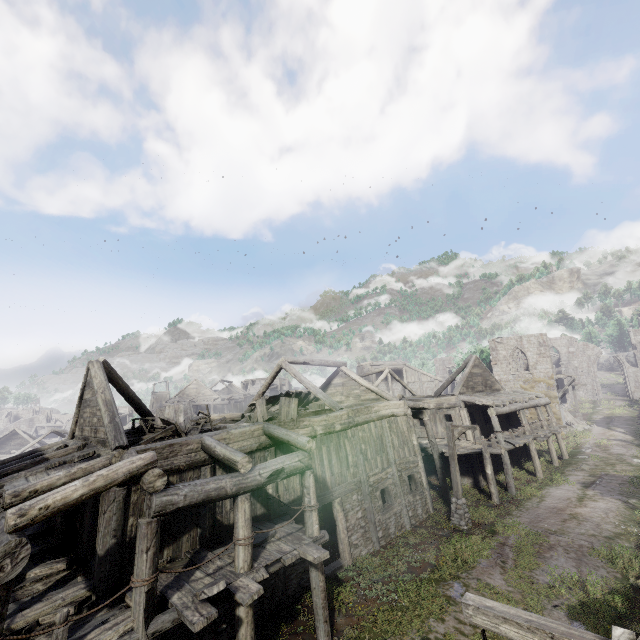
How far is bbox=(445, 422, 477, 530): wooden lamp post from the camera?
15.3m

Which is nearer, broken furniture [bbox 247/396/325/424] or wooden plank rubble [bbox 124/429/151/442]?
wooden plank rubble [bbox 124/429/151/442]

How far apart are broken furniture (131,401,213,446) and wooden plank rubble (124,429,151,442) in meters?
0.0

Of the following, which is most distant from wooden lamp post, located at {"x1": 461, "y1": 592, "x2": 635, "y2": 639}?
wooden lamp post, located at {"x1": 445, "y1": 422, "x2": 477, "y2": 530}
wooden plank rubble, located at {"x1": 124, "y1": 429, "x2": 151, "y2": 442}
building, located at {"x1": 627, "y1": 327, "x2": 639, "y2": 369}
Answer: wooden plank rubble, located at {"x1": 124, "y1": 429, "x2": 151, "y2": 442}

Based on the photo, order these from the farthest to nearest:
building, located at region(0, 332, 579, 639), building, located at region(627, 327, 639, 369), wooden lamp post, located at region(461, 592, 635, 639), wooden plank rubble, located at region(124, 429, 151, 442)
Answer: building, located at region(627, 327, 639, 369), wooden plank rubble, located at region(124, 429, 151, 442), building, located at region(0, 332, 579, 639), wooden lamp post, located at region(461, 592, 635, 639)

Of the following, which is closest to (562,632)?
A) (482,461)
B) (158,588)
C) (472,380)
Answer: (158,588)

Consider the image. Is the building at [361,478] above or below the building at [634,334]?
below

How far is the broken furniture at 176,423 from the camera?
10.9 meters
